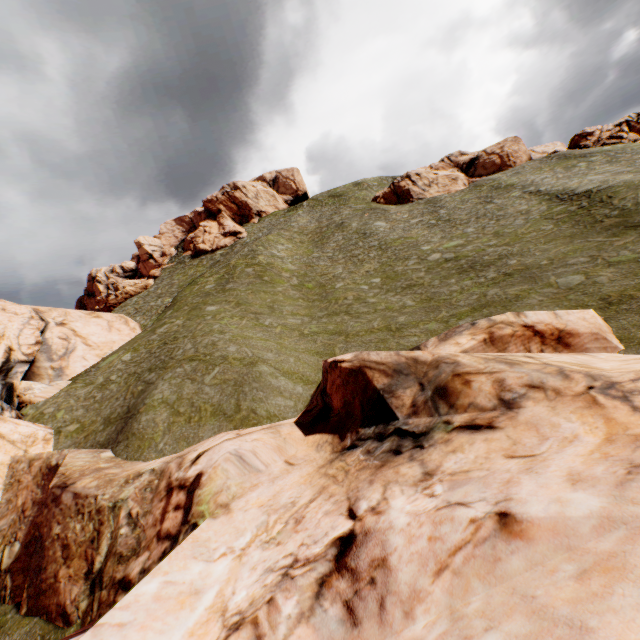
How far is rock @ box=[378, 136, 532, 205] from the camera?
50.1 meters

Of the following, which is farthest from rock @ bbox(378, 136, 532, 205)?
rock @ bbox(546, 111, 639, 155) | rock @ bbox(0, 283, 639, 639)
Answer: rock @ bbox(0, 283, 639, 639)

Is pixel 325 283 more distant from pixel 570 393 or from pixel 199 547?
pixel 199 547

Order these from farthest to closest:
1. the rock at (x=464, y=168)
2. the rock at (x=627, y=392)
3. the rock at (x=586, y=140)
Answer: the rock at (x=464, y=168) < the rock at (x=586, y=140) < the rock at (x=627, y=392)

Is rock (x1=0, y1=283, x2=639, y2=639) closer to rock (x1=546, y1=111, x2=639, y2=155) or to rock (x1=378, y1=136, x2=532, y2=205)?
rock (x1=378, y1=136, x2=532, y2=205)

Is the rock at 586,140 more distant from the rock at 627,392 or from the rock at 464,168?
the rock at 627,392

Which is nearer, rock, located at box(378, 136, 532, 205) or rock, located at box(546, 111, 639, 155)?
rock, located at box(546, 111, 639, 155)

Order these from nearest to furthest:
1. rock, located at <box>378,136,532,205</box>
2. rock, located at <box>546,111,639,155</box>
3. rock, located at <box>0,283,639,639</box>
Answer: rock, located at <box>0,283,639,639</box>, rock, located at <box>546,111,639,155</box>, rock, located at <box>378,136,532,205</box>
